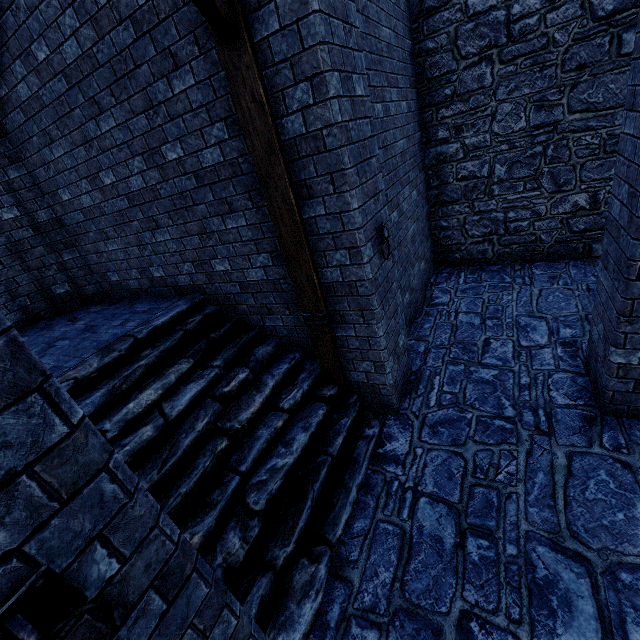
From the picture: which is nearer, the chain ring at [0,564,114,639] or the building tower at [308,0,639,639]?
the chain ring at [0,564,114,639]

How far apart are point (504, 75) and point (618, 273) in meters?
4.9

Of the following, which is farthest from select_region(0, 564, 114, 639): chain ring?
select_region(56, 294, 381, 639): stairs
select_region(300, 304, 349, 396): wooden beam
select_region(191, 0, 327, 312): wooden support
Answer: select_region(300, 304, 349, 396): wooden beam

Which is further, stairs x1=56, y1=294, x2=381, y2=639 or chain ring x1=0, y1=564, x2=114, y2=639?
stairs x1=56, y1=294, x2=381, y2=639

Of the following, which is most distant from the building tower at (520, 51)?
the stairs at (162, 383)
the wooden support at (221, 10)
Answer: the wooden support at (221, 10)

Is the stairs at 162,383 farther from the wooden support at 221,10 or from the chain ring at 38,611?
the chain ring at 38,611

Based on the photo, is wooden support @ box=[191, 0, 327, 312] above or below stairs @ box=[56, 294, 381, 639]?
→ above

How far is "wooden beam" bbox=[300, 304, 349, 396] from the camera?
3.9 meters
